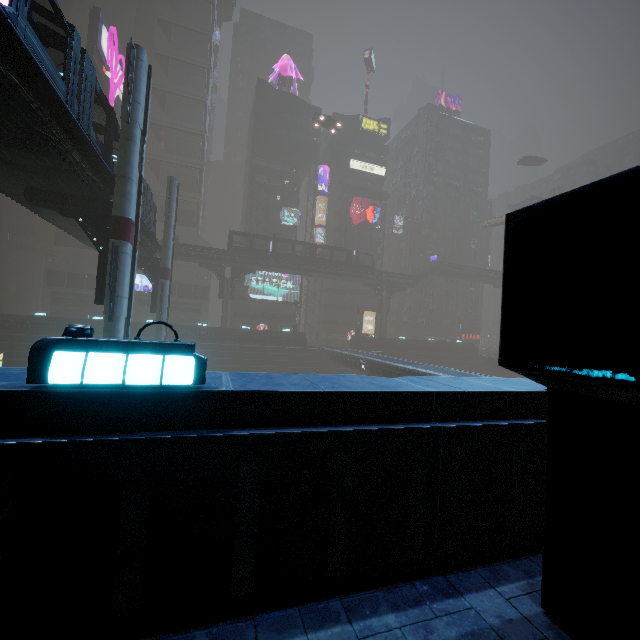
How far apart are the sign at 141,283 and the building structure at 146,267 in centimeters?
2738cm

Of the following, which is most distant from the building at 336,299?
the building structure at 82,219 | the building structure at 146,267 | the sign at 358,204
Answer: the building structure at 146,267

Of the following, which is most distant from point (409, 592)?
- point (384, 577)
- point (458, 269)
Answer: point (458, 269)

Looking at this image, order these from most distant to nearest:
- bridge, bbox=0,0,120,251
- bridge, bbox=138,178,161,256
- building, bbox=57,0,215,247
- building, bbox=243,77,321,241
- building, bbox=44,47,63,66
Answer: building, bbox=243,77,321,241 → building, bbox=57,0,215,247 → building, bbox=44,47,63,66 → bridge, bbox=138,178,161,256 → bridge, bbox=0,0,120,251

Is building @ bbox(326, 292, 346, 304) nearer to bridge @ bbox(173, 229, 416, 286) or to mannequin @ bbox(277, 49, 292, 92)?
mannequin @ bbox(277, 49, 292, 92)

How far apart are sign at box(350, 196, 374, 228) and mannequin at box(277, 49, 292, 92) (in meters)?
22.62

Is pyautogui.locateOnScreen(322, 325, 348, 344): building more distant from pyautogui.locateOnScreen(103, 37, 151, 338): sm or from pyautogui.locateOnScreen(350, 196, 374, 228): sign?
pyautogui.locateOnScreen(350, 196, 374, 228): sign

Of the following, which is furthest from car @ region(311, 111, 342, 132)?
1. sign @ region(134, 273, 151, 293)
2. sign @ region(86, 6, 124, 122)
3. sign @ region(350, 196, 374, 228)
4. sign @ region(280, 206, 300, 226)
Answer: sign @ region(134, 273, 151, 293)
